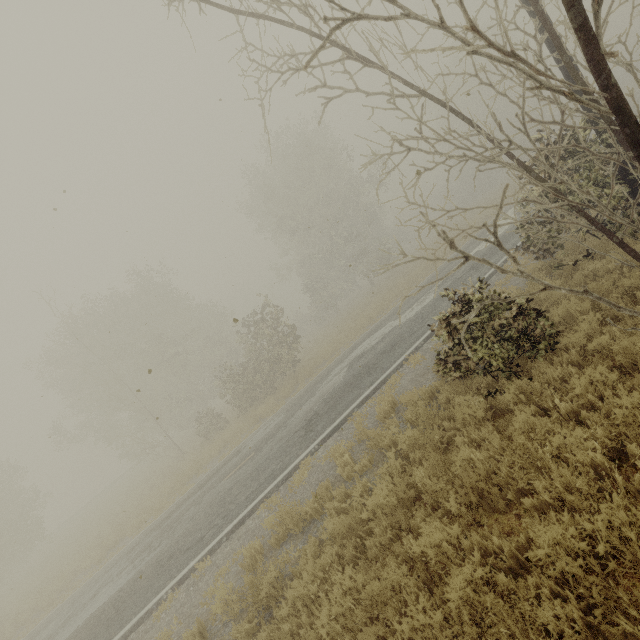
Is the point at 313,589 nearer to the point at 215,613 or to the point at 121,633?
the point at 215,613
